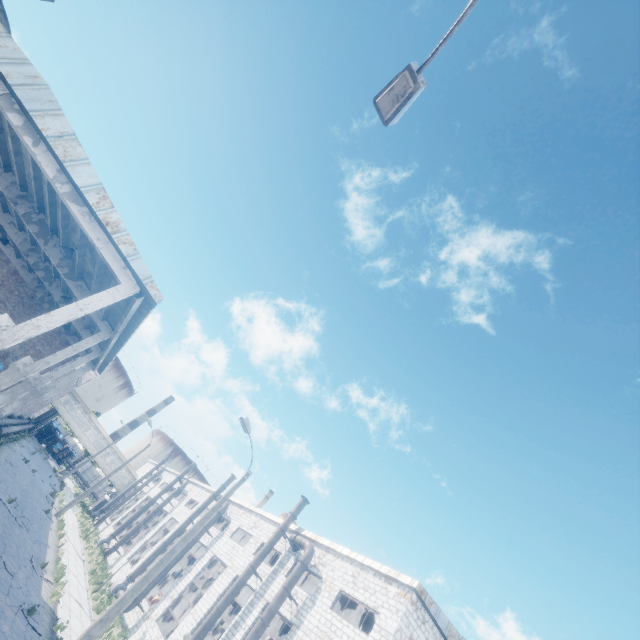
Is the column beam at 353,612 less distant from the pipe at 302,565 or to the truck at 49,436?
the pipe at 302,565

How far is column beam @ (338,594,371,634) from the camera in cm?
2308

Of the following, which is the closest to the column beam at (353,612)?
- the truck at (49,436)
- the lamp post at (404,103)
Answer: the lamp post at (404,103)

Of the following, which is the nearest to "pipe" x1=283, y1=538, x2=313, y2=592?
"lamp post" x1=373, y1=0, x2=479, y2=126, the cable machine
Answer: the cable machine

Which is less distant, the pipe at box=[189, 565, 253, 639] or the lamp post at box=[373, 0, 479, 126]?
the lamp post at box=[373, 0, 479, 126]

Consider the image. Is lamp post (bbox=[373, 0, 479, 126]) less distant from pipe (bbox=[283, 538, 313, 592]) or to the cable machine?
pipe (bbox=[283, 538, 313, 592])

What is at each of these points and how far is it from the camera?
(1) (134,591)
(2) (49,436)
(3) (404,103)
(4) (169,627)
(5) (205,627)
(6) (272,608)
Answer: (1) lamp post, 12.1m
(2) truck, 57.0m
(3) lamp post, 4.9m
(4) cable machine, 26.4m
(5) pipe, 18.5m
(6) pipe, 17.2m

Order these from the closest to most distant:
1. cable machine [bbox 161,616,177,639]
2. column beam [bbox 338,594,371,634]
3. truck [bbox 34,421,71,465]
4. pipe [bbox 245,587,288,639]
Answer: pipe [bbox 245,587,288,639]
column beam [bbox 338,594,371,634]
cable machine [bbox 161,616,177,639]
truck [bbox 34,421,71,465]
